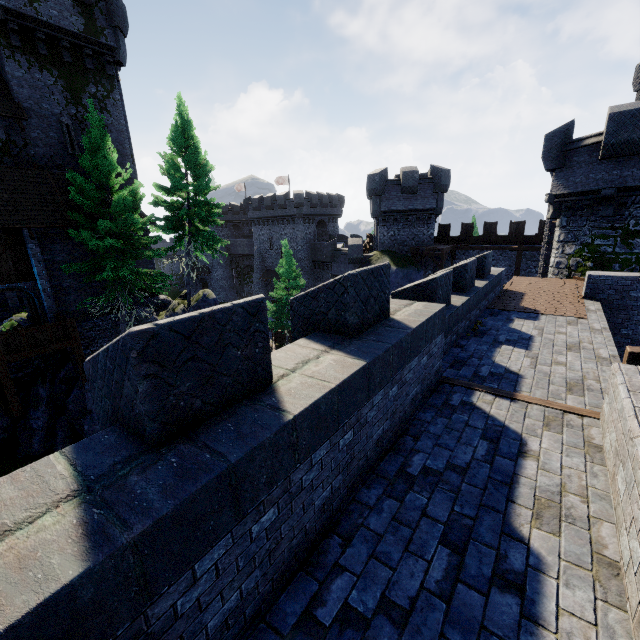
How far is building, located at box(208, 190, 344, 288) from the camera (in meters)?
44.41

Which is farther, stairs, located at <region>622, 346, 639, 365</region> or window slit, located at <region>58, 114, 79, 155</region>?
window slit, located at <region>58, 114, 79, 155</region>

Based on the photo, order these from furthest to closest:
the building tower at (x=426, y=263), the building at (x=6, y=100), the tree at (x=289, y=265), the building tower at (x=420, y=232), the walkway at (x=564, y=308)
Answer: the tree at (x=289, y=265) → the building tower at (x=426, y=263) → the building tower at (x=420, y=232) → the building at (x=6, y=100) → the walkway at (x=564, y=308)

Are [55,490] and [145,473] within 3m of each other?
yes

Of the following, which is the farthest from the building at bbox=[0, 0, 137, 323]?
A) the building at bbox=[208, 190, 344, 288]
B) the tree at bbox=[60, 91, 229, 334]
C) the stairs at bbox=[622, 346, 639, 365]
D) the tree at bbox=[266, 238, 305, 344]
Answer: the stairs at bbox=[622, 346, 639, 365]

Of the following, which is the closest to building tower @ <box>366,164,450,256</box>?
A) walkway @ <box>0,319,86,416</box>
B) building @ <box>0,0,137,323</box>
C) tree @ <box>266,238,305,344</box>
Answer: tree @ <box>266,238,305,344</box>

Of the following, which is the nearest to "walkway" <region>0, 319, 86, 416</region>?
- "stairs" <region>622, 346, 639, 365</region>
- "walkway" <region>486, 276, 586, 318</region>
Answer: "walkway" <region>486, 276, 586, 318</region>

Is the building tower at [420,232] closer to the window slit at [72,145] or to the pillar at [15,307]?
the window slit at [72,145]
